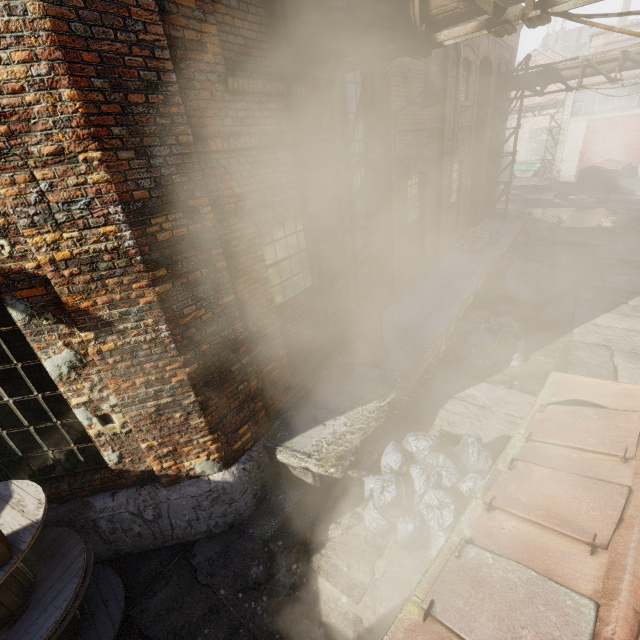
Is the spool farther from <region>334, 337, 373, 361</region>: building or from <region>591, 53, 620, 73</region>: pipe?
<region>591, 53, 620, 73</region>: pipe

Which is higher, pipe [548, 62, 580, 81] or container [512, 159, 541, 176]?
pipe [548, 62, 580, 81]

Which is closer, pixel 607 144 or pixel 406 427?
pixel 406 427

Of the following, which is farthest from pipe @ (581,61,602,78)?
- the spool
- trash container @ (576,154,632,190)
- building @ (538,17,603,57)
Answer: building @ (538,17,603,57)

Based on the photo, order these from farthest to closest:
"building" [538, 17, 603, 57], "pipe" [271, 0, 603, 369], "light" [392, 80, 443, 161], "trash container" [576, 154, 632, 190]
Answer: "building" [538, 17, 603, 57], "trash container" [576, 154, 632, 190], "light" [392, 80, 443, 161], "pipe" [271, 0, 603, 369]

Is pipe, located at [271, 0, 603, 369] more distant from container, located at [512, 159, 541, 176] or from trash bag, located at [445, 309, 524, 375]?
container, located at [512, 159, 541, 176]

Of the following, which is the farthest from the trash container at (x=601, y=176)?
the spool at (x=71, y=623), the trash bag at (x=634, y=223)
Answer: the spool at (x=71, y=623)

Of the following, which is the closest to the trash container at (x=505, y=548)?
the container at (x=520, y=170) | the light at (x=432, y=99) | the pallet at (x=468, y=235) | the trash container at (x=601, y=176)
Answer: the light at (x=432, y=99)
